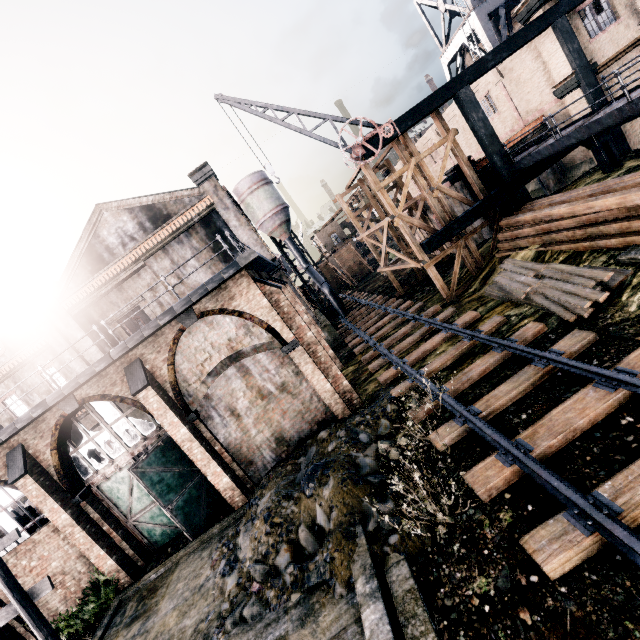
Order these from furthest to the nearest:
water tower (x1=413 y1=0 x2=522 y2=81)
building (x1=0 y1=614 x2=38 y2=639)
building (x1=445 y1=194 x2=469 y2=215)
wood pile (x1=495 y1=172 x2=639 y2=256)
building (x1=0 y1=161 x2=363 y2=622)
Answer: water tower (x1=413 y1=0 x2=522 y2=81)
building (x1=445 y1=194 x2=469 y2=215)
building (x1=0 y1=614 x2=38 y2=639)
building (x1=0 y1=161 x2=363 y2=622)
wood pile (x1=495 y1=172 x2=639 y2=256)

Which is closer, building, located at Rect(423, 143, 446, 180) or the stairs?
the stairs

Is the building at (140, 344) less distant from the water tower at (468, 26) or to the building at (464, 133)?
the building at (464, 133)

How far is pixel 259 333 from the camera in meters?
13.3

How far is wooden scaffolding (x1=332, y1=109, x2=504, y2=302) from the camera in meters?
17.7

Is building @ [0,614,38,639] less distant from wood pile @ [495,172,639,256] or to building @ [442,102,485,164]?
wood pile @ [495,172,639,256]

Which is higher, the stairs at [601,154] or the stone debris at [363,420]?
the stairs at [601,154]

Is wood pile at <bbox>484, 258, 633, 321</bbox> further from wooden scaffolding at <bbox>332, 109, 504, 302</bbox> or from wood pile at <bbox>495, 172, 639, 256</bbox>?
wooden scaffolding at <bbox>332, 109, 504, 302</bbox>
